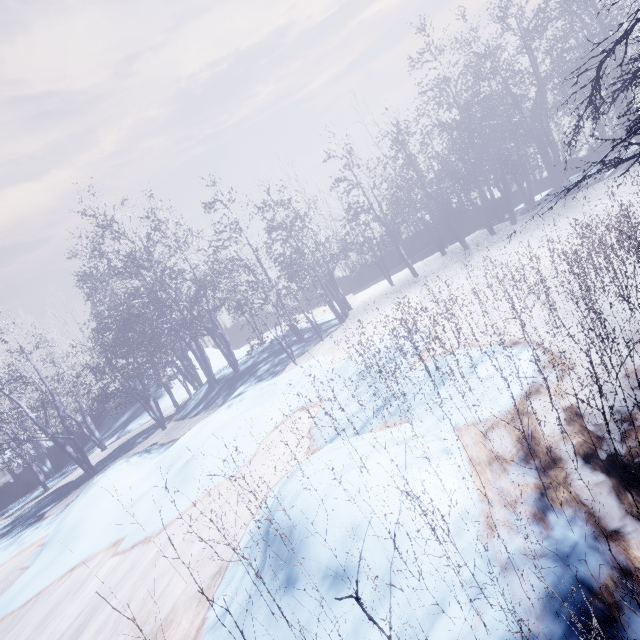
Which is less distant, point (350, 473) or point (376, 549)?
point (376, 549)
